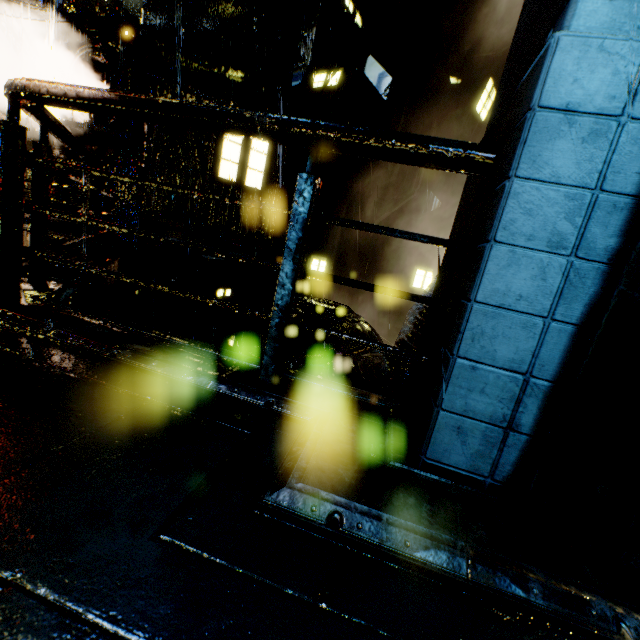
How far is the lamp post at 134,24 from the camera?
10.7 meters

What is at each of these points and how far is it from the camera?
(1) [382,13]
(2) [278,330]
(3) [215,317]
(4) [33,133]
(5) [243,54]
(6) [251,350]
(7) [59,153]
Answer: (1) building, 15.2m
(2) railing, 2.0m
(3) building, 16.1m
(4) building, 12.8m
(5) building, 12.9m
(6) building vent, 11.3m
(7) building, 11.9m

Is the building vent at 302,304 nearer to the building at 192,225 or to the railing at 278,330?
the building at 192,225

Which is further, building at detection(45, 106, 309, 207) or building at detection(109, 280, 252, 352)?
building at detection(45, 106, 309, 207)

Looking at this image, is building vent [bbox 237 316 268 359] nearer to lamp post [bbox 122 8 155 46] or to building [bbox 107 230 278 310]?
building [bbox 107 230 278 310]

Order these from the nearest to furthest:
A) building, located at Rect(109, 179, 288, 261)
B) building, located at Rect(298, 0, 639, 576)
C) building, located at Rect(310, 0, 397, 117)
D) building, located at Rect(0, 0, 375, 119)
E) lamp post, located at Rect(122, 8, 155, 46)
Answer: building, located at Rect(298, 0, 639, 576), lamp post, located at Rect(122, 8, 155, 46), building, located at Rect(0, 0, 375, 119), building, located at Rect(109, 179, 288, 261), building, located at Rect(310, 0, 397, 117)

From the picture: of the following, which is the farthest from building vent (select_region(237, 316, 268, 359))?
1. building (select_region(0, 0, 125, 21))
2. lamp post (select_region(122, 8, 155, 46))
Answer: lamp post (select_region(122, 8, 155, 46))
